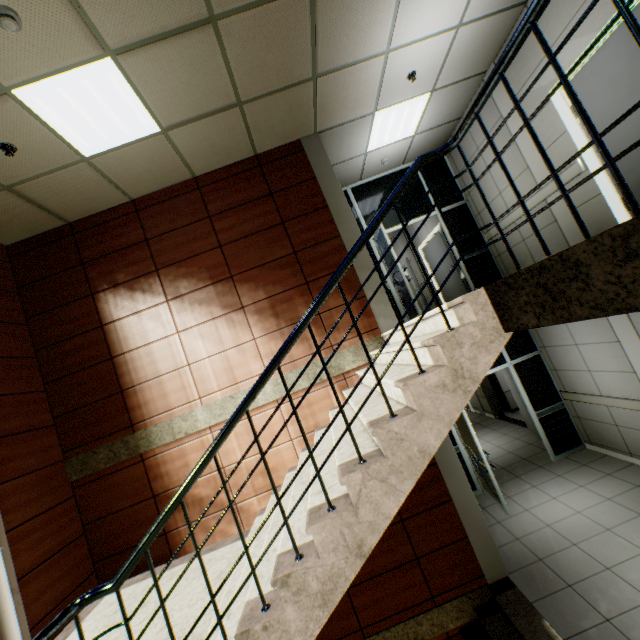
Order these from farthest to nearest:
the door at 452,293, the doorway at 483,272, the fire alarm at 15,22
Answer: the door at 452,293 < the doorway at 483,272 < the fire alarm at 15,22

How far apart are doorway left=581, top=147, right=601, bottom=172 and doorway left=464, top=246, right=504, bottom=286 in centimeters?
260cm

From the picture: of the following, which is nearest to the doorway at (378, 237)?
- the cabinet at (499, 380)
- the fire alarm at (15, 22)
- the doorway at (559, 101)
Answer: the doorway at (559, 101)

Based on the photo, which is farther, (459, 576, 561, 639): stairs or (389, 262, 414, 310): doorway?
(389, 262, 414, 310): doorway

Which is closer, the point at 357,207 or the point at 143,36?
the point at 143,36

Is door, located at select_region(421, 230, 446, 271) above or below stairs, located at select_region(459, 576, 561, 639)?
above

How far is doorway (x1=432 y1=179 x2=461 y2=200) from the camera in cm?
699
